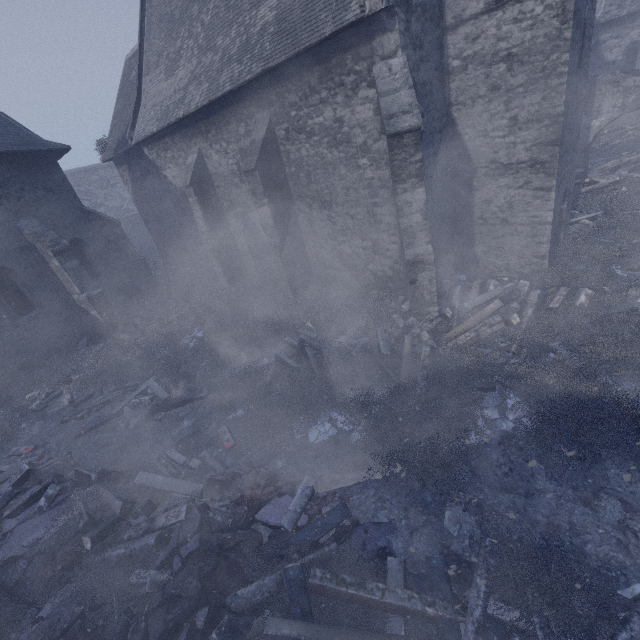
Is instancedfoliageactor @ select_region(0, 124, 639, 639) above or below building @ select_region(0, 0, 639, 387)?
below

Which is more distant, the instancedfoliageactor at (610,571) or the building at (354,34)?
the building at (354,34)

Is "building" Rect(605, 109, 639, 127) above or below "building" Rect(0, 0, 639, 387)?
below

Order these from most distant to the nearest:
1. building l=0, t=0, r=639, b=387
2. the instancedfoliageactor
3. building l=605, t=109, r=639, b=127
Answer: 1. building l=605, t=109, r=639, b=127
2. building l=0, t=0, r=639, b=387
3. the instancedfoliageactor

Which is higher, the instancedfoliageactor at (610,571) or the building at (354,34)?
the building at (354,34)

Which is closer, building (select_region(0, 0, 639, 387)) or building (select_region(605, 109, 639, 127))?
building (select_region(0, 0, 639, 387))

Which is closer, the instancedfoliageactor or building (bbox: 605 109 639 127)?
the instancedfoliageactor

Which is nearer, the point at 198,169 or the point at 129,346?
the point at 129,346
